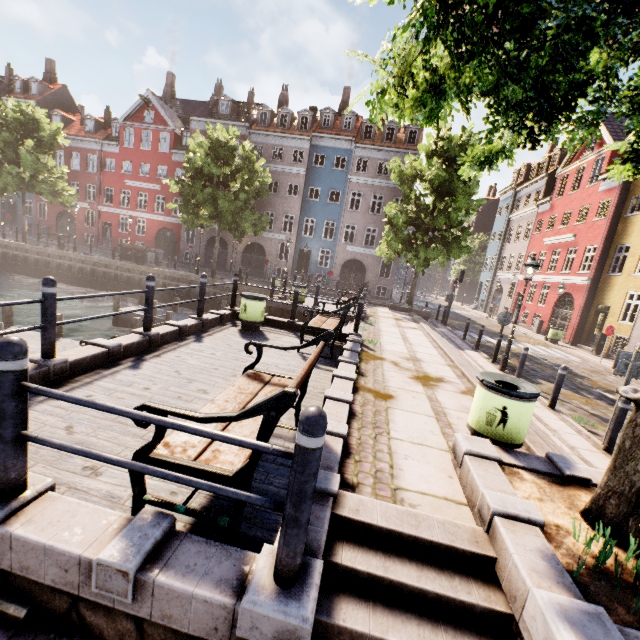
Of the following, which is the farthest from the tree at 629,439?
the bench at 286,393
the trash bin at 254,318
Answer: the trash bin at 254,318

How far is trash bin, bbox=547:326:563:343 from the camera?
20.0 meters

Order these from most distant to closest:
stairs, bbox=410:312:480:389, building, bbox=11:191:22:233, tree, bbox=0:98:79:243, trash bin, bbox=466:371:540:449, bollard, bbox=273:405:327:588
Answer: building, bbox=11:191:22:233 → tree, bbox=0:98:79:243 → stairs, bbox=410:312:480:389 → trash bin, bbox=466:371:540:449 → bollard, bbox=273:405:327:588

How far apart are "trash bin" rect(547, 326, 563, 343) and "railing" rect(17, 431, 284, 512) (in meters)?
23.55

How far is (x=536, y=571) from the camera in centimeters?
222cm

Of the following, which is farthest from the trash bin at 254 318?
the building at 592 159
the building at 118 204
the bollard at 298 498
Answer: the building at 118 204

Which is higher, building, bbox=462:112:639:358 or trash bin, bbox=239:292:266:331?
building, bbox=462:112:639:358

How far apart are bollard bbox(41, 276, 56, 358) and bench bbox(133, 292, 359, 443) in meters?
2.7
